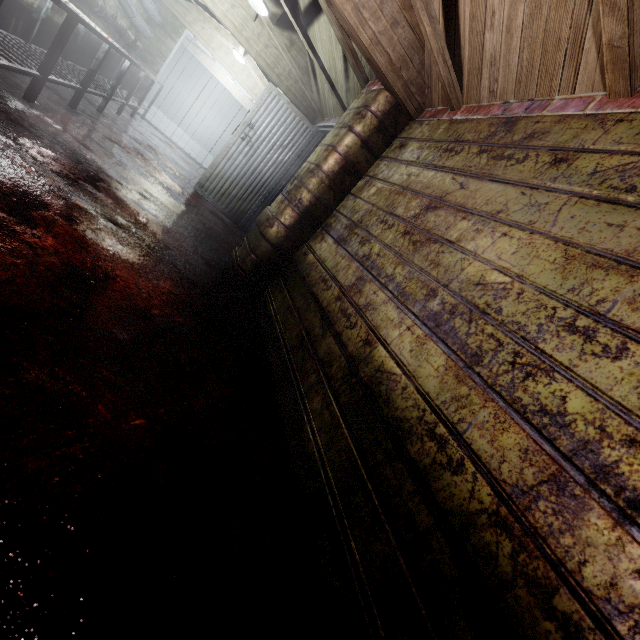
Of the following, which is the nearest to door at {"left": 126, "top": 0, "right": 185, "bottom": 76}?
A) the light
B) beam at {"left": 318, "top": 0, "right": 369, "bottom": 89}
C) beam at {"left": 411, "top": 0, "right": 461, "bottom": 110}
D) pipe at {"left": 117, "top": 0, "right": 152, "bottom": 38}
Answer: pipe at {"left": 117, "top": 0, "right": 152, "bottom": 38}

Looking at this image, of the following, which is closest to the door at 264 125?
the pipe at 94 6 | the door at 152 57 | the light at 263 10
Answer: the light at 263 10

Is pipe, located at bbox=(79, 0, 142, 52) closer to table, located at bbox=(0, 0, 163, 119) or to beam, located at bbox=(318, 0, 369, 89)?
table, located at bbox=(0, 0, 163, 119)

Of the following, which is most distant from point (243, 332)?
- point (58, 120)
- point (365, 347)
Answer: point (58, 120)

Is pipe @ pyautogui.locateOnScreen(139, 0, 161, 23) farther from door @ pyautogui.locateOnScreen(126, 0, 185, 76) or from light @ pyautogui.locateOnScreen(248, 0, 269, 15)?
light @ pyautogui.locateOnScreen(248, 0, 269, 15)

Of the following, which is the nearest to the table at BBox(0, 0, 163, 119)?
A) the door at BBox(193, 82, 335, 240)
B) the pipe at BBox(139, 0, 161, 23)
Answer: the pipe at BBox(139, 0, 161, 23)

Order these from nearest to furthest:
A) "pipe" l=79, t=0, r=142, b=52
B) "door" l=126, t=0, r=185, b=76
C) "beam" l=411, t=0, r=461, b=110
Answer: "beam" l=411, t=0, r=461, b=110
"pipe" l=79, t=0, r=142, b=52
"door" l=126, t=0, r=185, b=76

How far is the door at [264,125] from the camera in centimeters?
469cm
